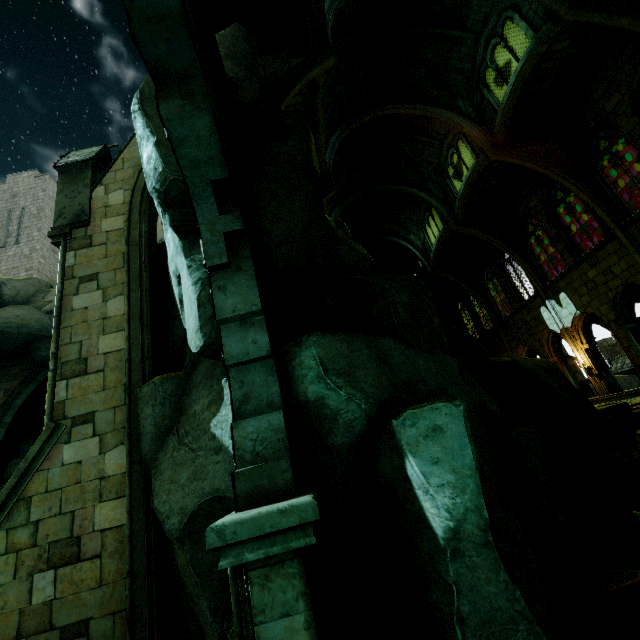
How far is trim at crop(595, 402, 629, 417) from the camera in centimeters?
1167cm

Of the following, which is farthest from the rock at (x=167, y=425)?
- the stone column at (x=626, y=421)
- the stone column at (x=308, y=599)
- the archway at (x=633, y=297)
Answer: the archway at (x=633, y=297)

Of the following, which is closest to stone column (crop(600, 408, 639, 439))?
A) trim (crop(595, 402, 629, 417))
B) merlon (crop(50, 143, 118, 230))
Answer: trim (crop(595, 402, 629, 417))

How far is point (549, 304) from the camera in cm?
1988

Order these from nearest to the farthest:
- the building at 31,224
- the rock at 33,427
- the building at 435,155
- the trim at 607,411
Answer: the building at 435,155, the trim at 607,411, the rock at 33,427, the building at 31,224

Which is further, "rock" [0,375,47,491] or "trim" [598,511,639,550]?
"rock" [0,375,47,491]

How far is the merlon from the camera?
8.2m

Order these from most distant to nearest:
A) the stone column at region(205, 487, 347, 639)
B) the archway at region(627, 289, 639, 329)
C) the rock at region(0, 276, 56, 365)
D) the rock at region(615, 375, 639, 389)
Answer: the rock at region(615, 375, 639, 389), the rock at region(0, 276, 56, 365), the archway at region(627, 289, 639, 329), the stone column at region(205, 487, 347, 639)
